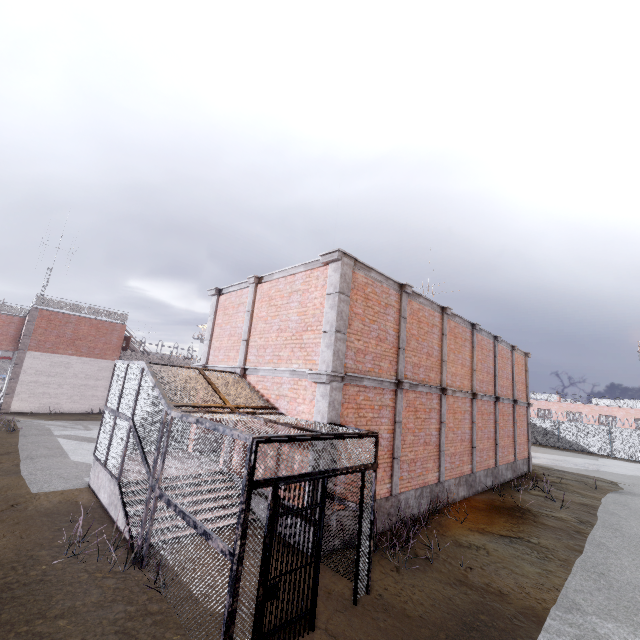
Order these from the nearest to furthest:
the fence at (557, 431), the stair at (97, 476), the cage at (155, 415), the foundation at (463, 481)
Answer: the cage at (155, 415) → the stair at (97, 476) → the foundation at (463, 481) → the fence at (557, 431)

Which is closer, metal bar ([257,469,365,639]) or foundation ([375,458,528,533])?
metal bar ([257,469,365,639])

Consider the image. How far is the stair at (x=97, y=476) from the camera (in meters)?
7.49

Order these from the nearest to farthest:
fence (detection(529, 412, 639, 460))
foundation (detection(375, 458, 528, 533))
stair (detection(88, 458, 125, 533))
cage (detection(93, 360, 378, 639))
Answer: cage (detection(93, 360, 378, 639)) < stair (detection(88, 458, 125, 533)) < foundation (detection(375, 458, 528, 533)) < fence (detection(529, 412, 639, 460))

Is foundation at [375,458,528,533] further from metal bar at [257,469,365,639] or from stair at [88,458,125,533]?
metal bar at [257,469,365,639]

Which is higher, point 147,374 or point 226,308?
point 226,308

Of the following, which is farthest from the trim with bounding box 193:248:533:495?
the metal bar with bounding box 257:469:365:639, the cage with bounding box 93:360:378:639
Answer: the metal bar with bounding box 257:469:365:639

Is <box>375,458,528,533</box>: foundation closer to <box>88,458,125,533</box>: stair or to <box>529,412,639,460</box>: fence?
<box>88,458,125,533</box>: stair
